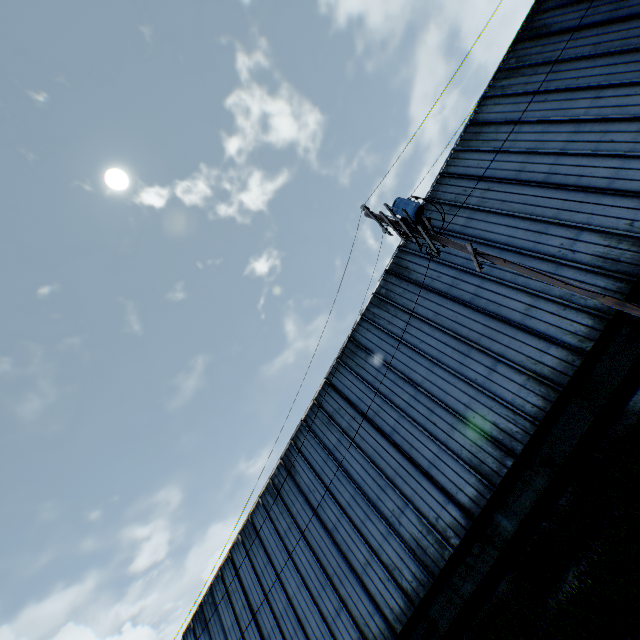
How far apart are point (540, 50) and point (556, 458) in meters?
18.2

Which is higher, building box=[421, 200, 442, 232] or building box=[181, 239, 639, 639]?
building box=[421, 200, 442, 232]

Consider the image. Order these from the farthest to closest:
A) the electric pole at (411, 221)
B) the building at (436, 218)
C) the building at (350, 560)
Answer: the building at (436, 218), the building at (350, 560), the electric pole at (411, 221)

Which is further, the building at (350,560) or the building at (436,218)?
the building at (436,218)

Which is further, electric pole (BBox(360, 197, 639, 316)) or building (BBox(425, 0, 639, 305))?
building (BBox(425, 0, 639, 305))

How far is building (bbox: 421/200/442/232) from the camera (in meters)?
16.41

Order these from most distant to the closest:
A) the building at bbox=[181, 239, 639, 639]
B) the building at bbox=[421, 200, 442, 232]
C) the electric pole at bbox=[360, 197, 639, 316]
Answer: the building at bbox=[421, 200, 442, 232]
the building at bbox=[181, 239, 639, 639]
the electric pole at bbox=[360, 197, 639, 316]
